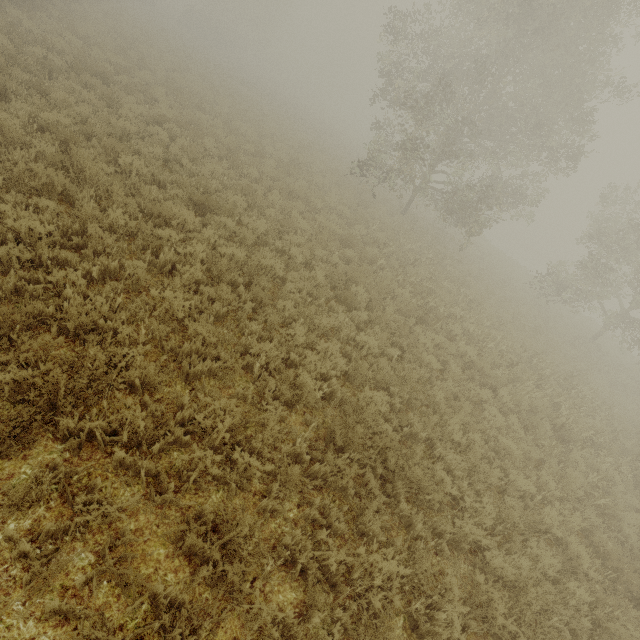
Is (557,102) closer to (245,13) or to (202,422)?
(202,422)
